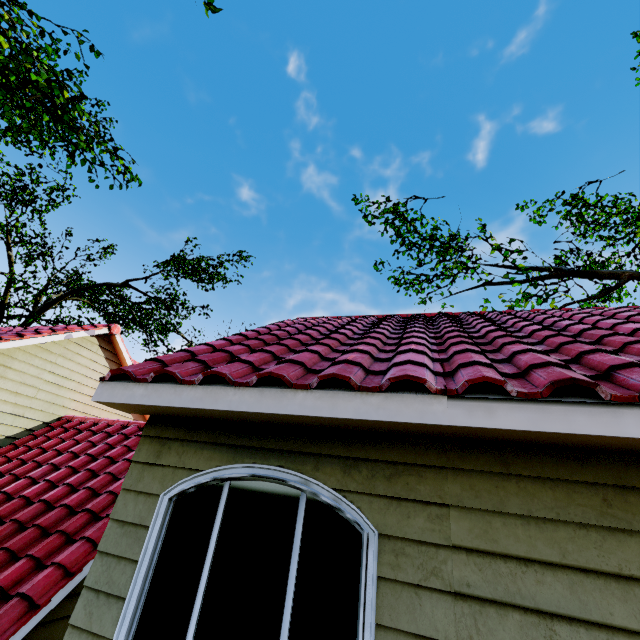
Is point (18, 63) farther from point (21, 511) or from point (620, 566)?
point (620, 566)

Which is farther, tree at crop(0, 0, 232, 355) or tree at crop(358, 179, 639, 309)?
tree at crop(358, 179, 639, 309)

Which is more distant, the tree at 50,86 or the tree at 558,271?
the tree at 558,271
